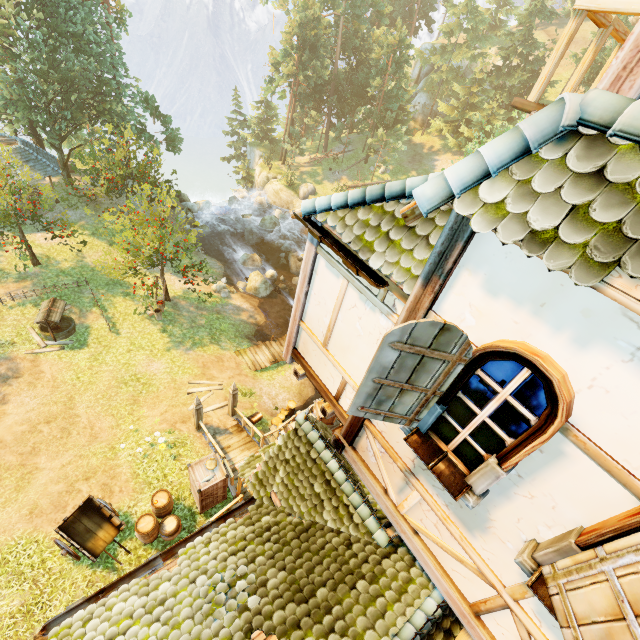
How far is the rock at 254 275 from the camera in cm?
2448

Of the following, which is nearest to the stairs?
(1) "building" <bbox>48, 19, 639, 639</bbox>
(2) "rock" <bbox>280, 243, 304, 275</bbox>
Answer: (1) "building" <bbox>48, 19, 639, 639</bbox>

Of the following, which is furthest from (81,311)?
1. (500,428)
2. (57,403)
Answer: (500,428)

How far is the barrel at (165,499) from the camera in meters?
10.5 m

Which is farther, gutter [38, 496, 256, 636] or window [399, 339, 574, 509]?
gutter [38, 496, 256, 636]

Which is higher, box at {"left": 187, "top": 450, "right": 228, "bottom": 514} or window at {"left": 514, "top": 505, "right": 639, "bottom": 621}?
window at {"left": 514, "top": 505, "right": 639, "bottom": 621}

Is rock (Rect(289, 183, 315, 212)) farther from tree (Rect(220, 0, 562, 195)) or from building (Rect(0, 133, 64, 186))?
building (Rect(0, 133, 64, 186))

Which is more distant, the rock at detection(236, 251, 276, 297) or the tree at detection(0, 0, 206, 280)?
the rock at detection(236, 251, 276, 297)
